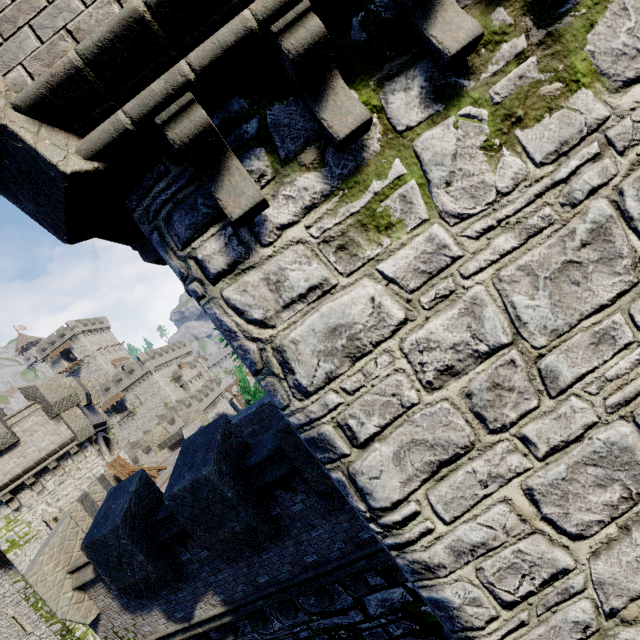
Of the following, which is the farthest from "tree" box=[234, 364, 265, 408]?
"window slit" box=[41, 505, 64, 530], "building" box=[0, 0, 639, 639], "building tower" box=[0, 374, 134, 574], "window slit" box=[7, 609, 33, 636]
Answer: "window slit" box=[7, 609, 33, 636]

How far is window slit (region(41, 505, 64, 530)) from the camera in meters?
15.4

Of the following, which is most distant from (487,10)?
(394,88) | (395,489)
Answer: (395,489)

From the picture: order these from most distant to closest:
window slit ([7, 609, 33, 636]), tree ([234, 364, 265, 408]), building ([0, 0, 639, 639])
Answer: tree ([234, 364, 265, 408]) → window slit ([7, 609, 33, 636]) → building ([0, 0, 639, 639])

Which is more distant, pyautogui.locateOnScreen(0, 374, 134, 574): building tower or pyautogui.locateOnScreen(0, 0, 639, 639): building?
pyautogui.locateOnScreen(0, 374, 134, 574): building tower

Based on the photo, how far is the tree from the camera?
24.7m

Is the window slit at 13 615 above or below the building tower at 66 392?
below

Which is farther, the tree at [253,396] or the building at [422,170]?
the tree at [253,396]
